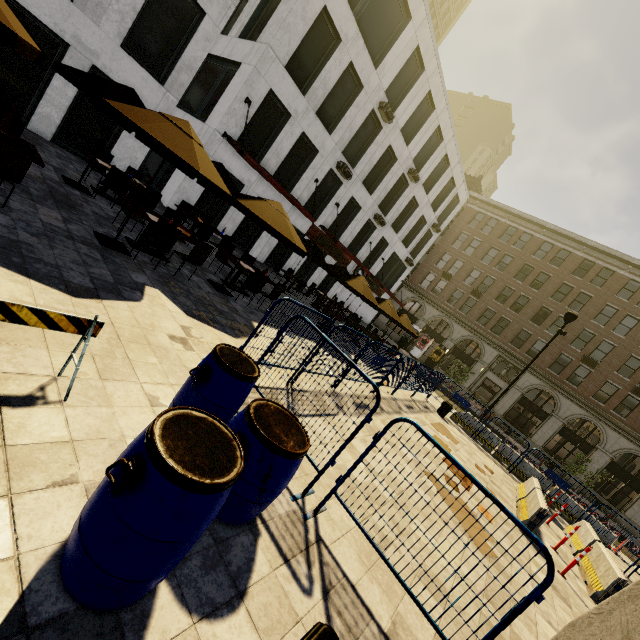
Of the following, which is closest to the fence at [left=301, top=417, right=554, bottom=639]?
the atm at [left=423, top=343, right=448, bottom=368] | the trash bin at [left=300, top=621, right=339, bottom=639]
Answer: the trash bin at [left=300, top=621, right=339, bottom=639]

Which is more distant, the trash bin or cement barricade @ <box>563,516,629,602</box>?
cement barricade @ <box>563,516,629,602</box>

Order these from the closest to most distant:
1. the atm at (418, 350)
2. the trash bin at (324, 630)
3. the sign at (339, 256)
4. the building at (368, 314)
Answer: the trash bin at (324, 630), the sign at (339, 256), the building at (368, 314), the atm at (418, 350)

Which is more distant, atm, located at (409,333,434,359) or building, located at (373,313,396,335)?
building, located at (373,313,396,335)

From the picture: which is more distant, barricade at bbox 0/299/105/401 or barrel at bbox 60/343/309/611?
barricade at bbox 0/299/105/401

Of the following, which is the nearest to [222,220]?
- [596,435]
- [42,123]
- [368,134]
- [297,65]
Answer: [42,123]

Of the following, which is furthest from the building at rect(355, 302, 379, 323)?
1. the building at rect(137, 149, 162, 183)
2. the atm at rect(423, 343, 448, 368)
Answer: the building at rect(137, 149, 162, 183)

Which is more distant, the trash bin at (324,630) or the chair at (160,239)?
the chair at (160,239)
